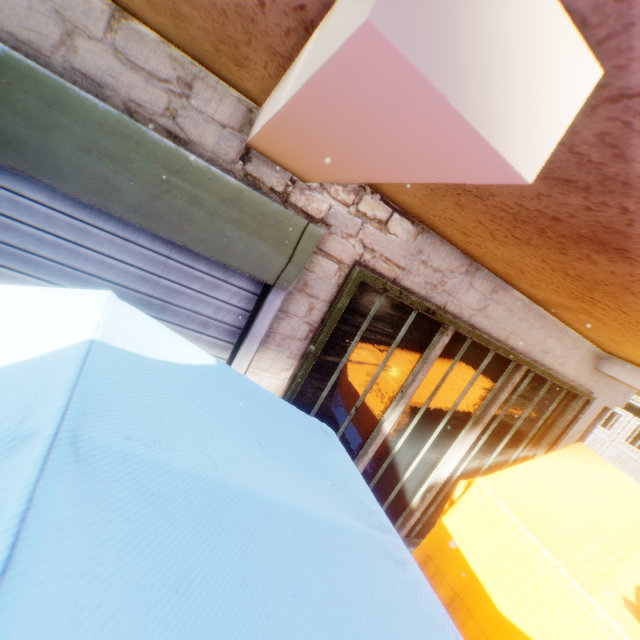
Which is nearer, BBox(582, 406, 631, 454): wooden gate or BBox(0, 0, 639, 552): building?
BBox(0, 0, 639, 552): building

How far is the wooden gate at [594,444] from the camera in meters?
11.5

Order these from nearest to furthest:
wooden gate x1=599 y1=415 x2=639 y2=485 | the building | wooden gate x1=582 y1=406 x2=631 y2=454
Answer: the building → wooden gate x1=599 y1=415 x2=639 y2=485 → wooden gate x1=582 y1=406 x2=631 y2=454

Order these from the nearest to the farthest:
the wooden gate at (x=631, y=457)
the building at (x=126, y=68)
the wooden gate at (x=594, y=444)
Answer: the building at (x=126, y=68)
the wooden gate at (x=631, y=457)
the wooden gate at (x=594, y=444)

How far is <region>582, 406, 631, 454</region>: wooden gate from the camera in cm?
1148

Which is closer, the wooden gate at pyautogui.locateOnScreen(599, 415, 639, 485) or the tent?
the tent

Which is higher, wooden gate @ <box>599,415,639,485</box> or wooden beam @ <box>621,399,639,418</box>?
wooden beam @ <box>621,399,639,418</box>

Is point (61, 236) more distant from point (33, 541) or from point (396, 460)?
point (396, 460)
